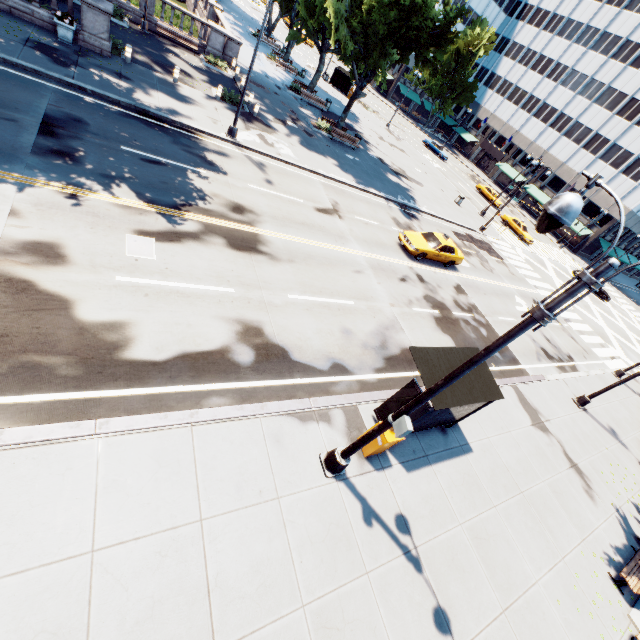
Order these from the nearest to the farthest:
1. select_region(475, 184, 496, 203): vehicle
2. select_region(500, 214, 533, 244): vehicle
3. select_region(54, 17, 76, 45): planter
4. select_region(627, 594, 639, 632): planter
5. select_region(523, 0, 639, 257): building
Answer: select_region(627, 594, 639, 632): planter < select_region(54, 17, 76, 45): planter < select_region(500, 214, 533, 244): vehicle < select_region(475, 184, 496, 203): vehicle < select_region(523, 0, 639, 257): building

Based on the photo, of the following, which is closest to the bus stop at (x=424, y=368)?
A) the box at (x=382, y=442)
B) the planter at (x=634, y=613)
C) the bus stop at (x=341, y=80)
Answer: the box at (x=382, y=442)

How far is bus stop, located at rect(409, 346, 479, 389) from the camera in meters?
8.4

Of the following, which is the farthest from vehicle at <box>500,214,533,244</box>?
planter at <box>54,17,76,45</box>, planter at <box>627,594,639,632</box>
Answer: planter at <box>54,17,76,45</box>

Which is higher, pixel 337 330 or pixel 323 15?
pixel 323 15

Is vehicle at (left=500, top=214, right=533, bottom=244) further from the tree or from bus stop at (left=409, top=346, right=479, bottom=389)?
bus stop at (left=409, top=346, right=479, bottom=389)

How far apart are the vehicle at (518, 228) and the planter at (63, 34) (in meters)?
44.20

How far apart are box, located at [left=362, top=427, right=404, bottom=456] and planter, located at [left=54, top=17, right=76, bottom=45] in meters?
23.0 m
